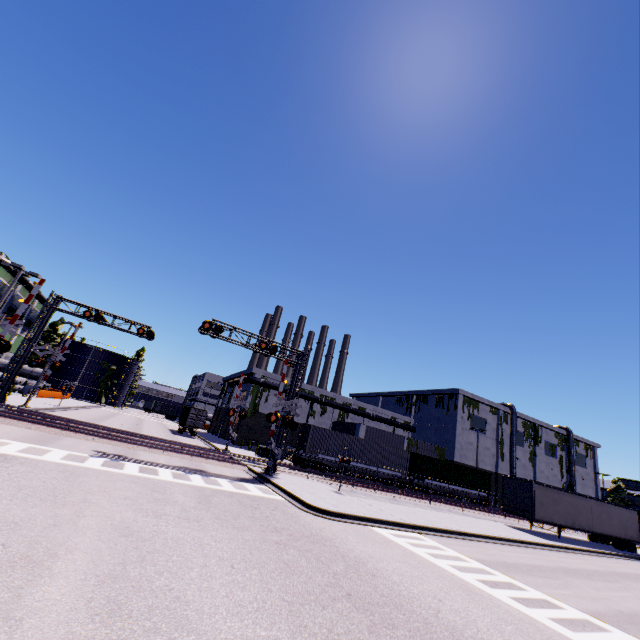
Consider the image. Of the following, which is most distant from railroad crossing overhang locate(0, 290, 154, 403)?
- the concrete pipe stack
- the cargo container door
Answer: the concrete pipe stack

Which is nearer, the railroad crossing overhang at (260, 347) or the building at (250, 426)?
the railroad crossing overhang at (260, 347)

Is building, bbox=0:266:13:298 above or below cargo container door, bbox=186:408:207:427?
above

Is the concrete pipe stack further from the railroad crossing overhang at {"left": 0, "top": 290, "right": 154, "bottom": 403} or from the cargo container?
the railroad crossing overhang at {"left": 0, "top": 290, "right": 154, "bottom": 403}

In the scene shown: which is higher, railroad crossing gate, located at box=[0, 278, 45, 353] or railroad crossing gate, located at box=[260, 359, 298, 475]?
railroad crossing gate, located at box=[0, 278, 45, 353]

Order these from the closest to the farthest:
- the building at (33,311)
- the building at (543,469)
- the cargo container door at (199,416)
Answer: the cargo container door at (199,416)
the building at (33,311)
the building at (543,469)

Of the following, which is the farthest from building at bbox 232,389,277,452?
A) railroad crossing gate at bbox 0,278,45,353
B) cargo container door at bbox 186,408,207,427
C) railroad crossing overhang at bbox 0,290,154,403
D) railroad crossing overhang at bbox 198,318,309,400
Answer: railroad crossing overhang at bbox 0,290,154,403

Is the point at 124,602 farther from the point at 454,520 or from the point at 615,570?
the point at 615,570
